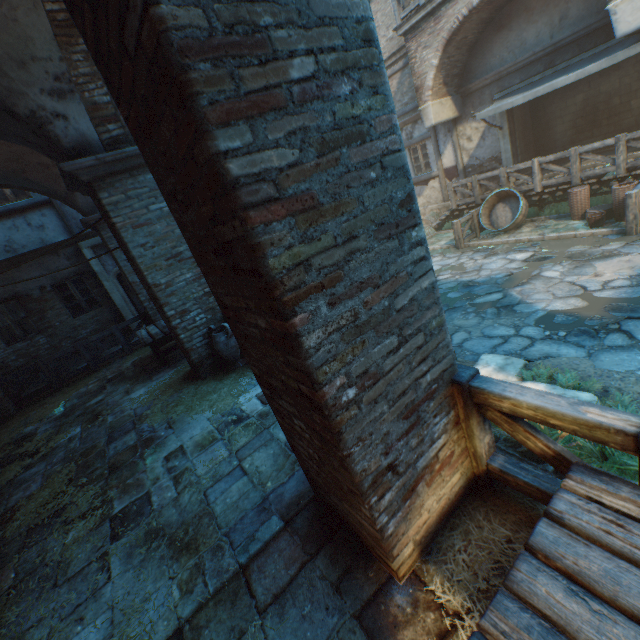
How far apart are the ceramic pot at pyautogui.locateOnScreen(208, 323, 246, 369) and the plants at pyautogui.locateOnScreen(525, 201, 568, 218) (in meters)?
10.78

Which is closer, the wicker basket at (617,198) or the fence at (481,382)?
the fence at (481,382)

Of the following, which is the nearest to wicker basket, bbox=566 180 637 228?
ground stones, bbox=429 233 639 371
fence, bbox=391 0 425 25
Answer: ground stones, bbox=429 233 639 371

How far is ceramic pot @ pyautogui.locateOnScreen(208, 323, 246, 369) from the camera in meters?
5.8 m

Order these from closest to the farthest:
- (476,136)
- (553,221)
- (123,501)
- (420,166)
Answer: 1. (123,501)
2. (553,221)
3. (476,136)
4. (420,166)

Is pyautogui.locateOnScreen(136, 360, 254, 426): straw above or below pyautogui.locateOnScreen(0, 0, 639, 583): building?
below

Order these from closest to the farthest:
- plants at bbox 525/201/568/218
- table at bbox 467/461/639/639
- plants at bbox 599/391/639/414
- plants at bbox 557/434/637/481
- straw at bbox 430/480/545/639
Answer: table at bbox 467/461/639/639 → straw at bbox 430/480/545/639 → plants at bbox 557/434/637/481 → plants at bbox 599/391/639/414 → plants at bbox 525/201/568/218

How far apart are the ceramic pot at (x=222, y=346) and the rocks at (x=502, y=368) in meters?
3.4
